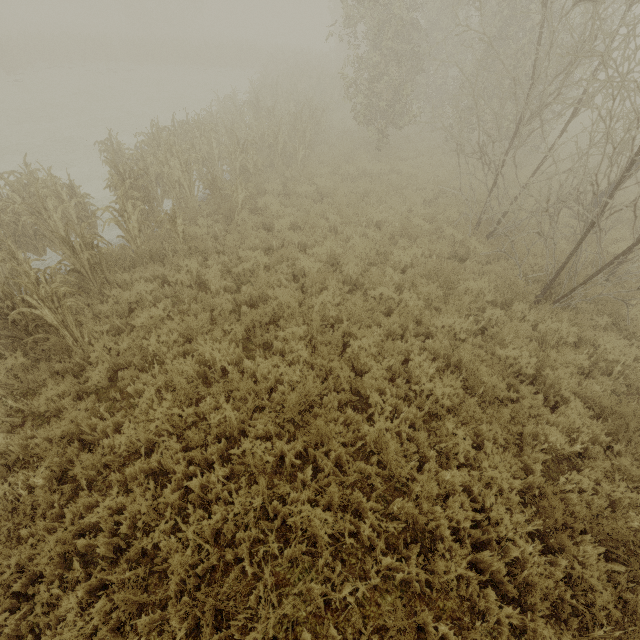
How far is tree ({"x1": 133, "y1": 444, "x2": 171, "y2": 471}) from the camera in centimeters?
429cm

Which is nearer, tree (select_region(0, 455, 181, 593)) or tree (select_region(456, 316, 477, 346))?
tree (select_region(0, 455, 181, 593))

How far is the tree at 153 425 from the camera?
4.5 meters

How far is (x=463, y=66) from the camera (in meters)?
14.20

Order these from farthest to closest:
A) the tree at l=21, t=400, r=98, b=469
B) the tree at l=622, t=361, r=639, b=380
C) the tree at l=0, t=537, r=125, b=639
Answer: the tree at l=622, t=361, r=639, b=380, the tree at l=21, t=400, r=98, b=469, the tree at l=0, t=537, r=125, b=639

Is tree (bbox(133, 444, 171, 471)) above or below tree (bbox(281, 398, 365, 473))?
above
